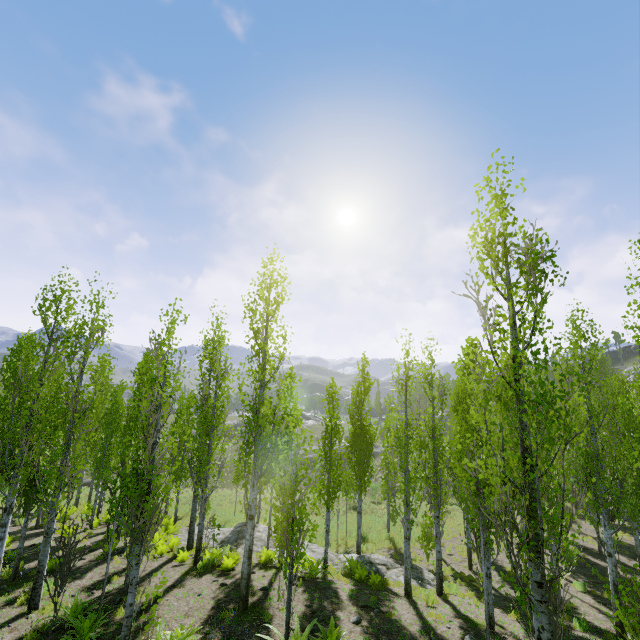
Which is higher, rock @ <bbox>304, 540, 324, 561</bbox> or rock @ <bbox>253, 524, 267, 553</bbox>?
rock @ <bbox>253, 524, 267, 553</bbox>

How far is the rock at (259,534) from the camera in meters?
15.9

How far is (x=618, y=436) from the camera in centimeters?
1133cm

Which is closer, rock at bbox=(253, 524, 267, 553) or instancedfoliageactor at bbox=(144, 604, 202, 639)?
instancedfoliageactor at bbox=(144, 604, 202, 639)

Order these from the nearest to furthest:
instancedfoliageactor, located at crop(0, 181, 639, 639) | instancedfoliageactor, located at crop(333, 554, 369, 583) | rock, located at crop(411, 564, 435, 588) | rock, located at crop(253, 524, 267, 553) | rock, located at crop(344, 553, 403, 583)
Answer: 1. instancedfoliageactor, located at crop(0, 181, 639, 639)
2. instancedfoliageactor, located at crop(333, 554, 369, 583)
3. rock, located at crop(411, 564, 435, 588)
4. rock, located at crop(344, 553, 403, 583)
5. rock, located at crop(253, 524, 267, 553)

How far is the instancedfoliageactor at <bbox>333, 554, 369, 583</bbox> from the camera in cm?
1234

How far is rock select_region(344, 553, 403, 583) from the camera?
14.7 meters

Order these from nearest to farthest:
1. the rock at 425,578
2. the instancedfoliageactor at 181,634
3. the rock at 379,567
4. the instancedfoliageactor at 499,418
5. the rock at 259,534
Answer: the instancedfoliageactor at 499,418, the instancedfoliageactor at 181,634, the rock at 425,578, the rock at 379,567, the rock at 259,534
